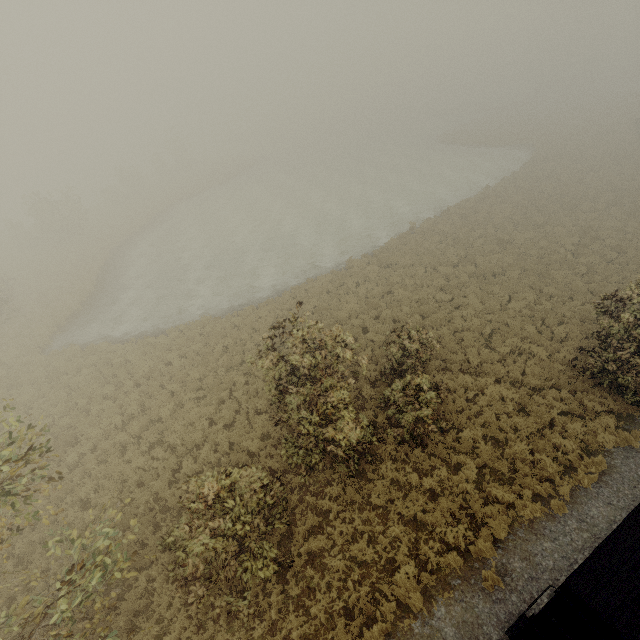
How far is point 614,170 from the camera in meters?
29.4 m
